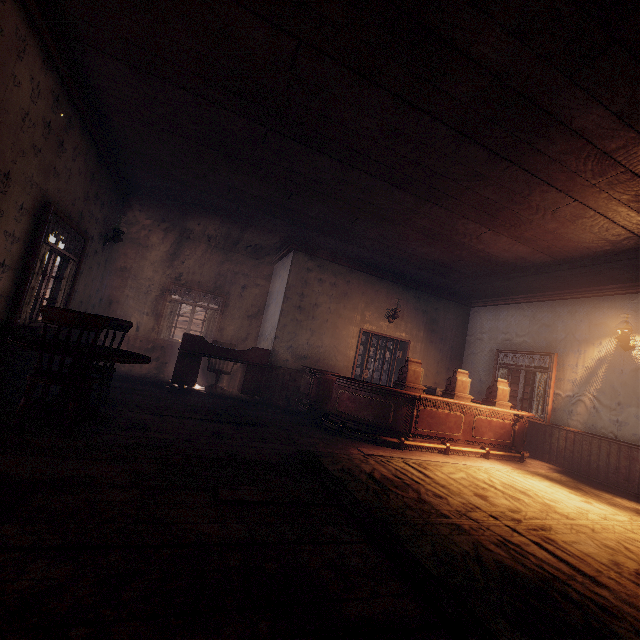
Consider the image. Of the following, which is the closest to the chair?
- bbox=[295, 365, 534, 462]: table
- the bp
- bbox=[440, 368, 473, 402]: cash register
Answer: bbox=[295, 365, 534, 462]: table

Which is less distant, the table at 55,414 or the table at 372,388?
the table at 55,414

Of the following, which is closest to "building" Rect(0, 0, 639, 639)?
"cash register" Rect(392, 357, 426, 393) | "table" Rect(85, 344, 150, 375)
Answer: "table" Rect(85, 344, 150, 375)

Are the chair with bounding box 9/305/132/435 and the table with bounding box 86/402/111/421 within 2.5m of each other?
yes

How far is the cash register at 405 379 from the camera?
5.86m

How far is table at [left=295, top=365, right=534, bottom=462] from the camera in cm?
561

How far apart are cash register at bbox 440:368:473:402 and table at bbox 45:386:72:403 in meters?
5.6

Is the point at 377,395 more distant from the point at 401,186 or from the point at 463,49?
the point at 463,49
